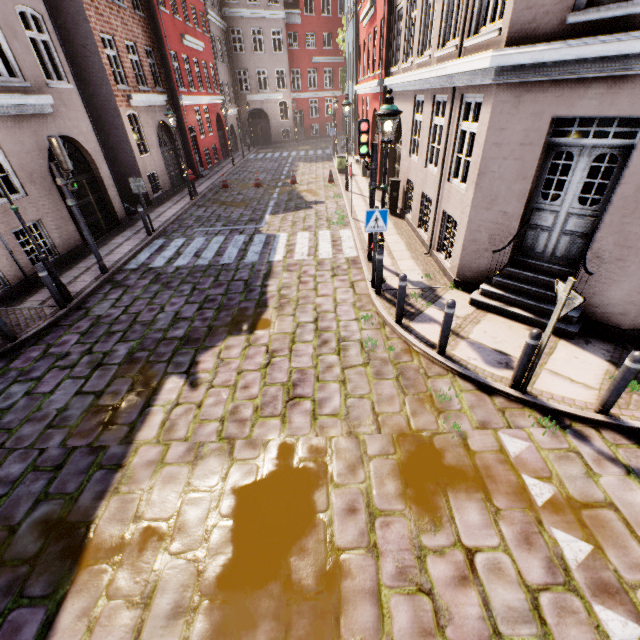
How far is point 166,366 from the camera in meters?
6.1

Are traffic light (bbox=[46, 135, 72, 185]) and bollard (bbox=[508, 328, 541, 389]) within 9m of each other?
no

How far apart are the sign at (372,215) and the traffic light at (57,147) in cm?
728

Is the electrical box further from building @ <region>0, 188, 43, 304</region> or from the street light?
the street light

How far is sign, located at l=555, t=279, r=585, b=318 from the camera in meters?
3.8

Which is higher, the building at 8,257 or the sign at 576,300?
the sign at 576,300

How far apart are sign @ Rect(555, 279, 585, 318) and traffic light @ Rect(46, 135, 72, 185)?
10.40m

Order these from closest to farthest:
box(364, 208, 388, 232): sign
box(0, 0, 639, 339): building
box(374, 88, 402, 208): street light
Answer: box(0, 0, 639, 339): building
box(374, 88, 402, 208): street light
box(364, 208, 388, 232): sign
